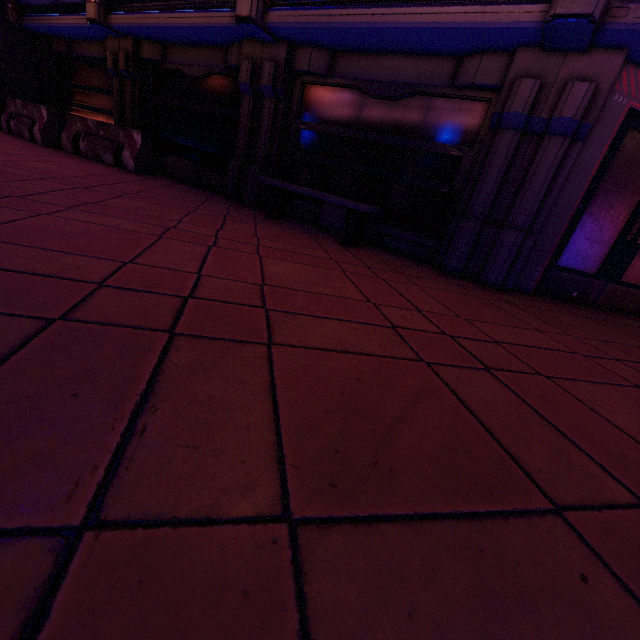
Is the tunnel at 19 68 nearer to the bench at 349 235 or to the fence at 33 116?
the fence at 33 116

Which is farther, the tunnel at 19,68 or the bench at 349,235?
the tunnel at 19,68

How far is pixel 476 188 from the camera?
4.7m

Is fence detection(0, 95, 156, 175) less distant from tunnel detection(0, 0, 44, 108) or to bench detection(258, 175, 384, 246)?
bench detection(258, 175, 384, 246)

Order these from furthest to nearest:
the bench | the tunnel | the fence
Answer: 1. the tunnel
2. the fence
3. the bench

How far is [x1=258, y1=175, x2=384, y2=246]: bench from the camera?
4.79m
